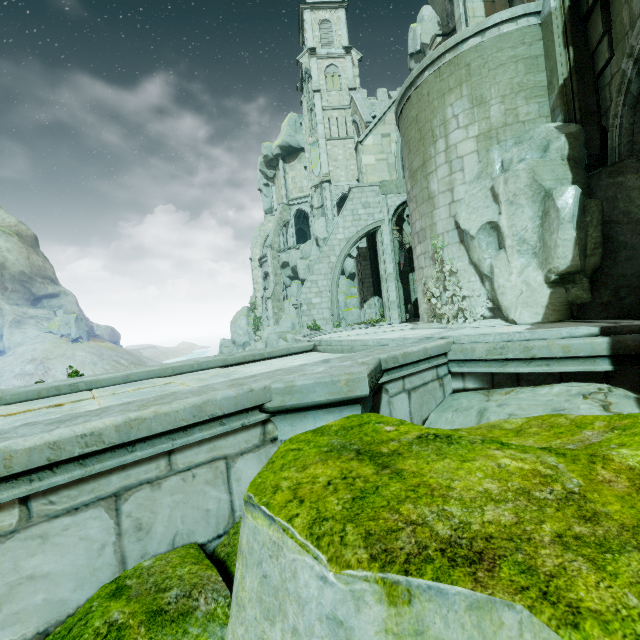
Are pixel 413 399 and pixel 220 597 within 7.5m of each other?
yes

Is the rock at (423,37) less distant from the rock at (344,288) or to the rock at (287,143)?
the rock at (344,288)

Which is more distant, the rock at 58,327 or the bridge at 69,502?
the rock at 58,327

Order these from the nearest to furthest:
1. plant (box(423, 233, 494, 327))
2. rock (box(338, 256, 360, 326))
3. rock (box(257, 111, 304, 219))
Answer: plant (box(423, 233, 494, 327)), rock (box(338, 256, 360, 326)), rock (box(257, 111, 304, 219))

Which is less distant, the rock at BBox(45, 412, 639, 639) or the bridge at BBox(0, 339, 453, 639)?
the rock at BBox(45, 412, 639, 639)

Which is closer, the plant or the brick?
the brick

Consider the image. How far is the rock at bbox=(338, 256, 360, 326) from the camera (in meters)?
31.95

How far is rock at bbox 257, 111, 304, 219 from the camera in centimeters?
4153cm
